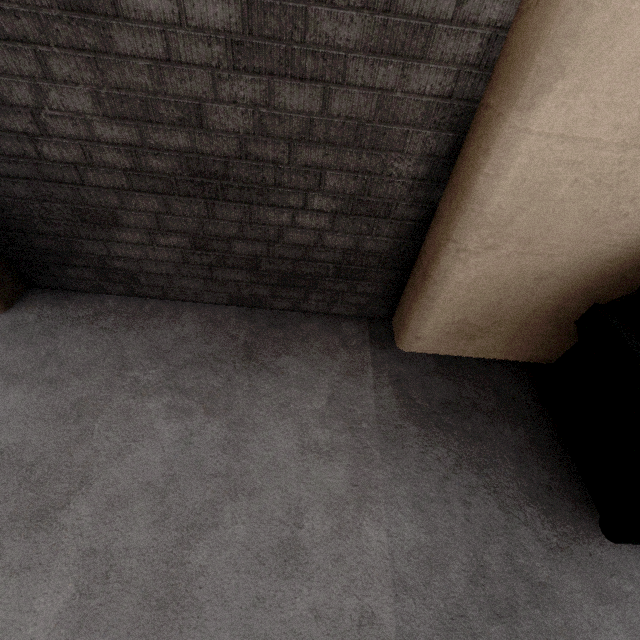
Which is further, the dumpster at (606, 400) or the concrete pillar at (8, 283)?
the concrete pillar at (8, 283)

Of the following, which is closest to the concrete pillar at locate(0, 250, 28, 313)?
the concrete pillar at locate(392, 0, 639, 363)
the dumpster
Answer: the concrete pillar at locate(392, 0, 639, 363)

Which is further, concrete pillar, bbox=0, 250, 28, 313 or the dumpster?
concrete pillar, bbox=0, 250, 28, 313

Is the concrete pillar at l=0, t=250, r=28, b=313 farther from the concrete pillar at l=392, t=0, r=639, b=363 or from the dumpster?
the dumpster

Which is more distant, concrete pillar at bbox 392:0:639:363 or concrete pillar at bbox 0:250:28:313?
concrete pillar at bbox 0:250:28:313

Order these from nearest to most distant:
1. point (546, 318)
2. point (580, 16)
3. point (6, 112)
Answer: point (580, 16), point (6, 112), point (546, 318)

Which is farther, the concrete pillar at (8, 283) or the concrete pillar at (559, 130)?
the concrete pillar at (8, 283)
